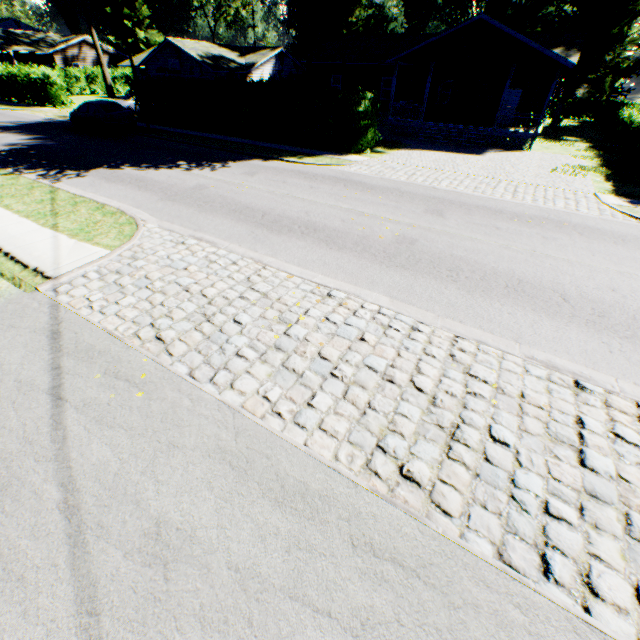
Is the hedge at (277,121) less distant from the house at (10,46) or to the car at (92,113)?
the car at (92,113)

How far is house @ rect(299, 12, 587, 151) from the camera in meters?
19.4 m

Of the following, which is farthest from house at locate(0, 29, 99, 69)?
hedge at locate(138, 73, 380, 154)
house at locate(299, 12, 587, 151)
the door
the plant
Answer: the door

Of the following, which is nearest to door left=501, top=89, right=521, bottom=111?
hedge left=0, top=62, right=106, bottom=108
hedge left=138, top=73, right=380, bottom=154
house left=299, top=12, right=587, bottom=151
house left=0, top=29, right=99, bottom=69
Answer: house left=299, top=12, right=587, bottom=151

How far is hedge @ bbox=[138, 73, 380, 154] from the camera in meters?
16.9 m

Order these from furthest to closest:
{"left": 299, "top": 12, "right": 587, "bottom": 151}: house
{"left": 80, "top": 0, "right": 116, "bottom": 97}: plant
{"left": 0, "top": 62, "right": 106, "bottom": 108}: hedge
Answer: {"left": 80, "top": 0, "right": 116, "bottom": 97}: plant → {"left": 0, "top": 62, "right": 106, "bottom": 108}: hedge → {"left": 299, "top": 12, "right": 587, "bottom": 151}: house

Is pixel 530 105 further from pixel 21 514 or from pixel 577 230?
pixel 21 514

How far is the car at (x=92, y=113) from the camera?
19.89m
